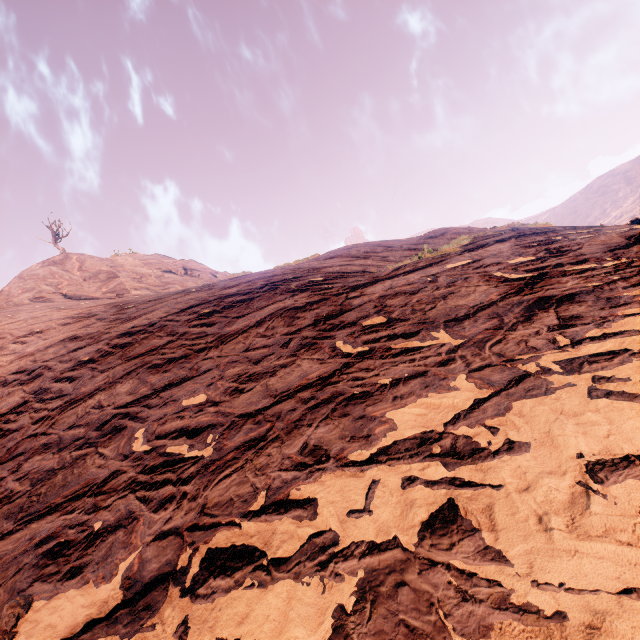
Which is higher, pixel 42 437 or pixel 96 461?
pixel 42 437
